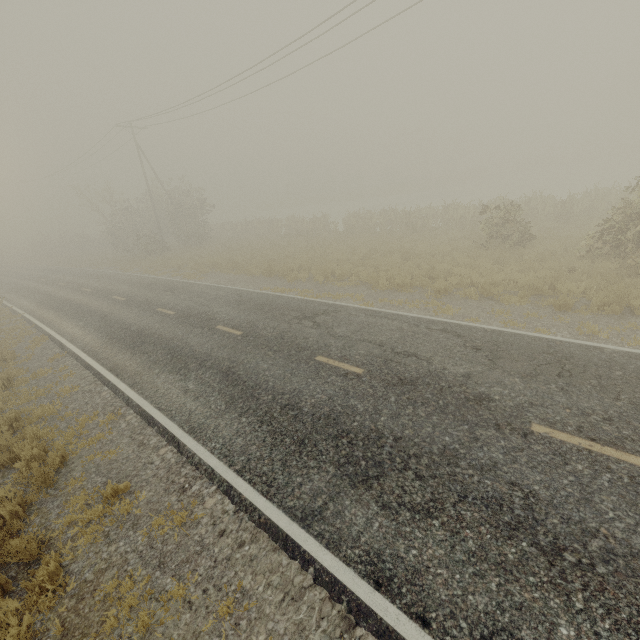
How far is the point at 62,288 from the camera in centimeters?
2372cm

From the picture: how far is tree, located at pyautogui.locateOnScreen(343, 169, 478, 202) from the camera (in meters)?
53.50

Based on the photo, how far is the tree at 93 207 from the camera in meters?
29.9

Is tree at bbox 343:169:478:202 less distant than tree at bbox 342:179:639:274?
No

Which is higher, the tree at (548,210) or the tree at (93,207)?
the tree at (93,207)

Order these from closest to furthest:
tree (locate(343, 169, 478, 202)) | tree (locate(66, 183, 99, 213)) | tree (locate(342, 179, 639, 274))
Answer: tree (locate(342, 179, 639, 274)), tree (locate(66, 183, 99, 213)), tree (locate(343, 169, 478, 202))

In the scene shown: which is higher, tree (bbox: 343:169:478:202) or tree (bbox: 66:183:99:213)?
tree (bbox: 66:183:99:213)
